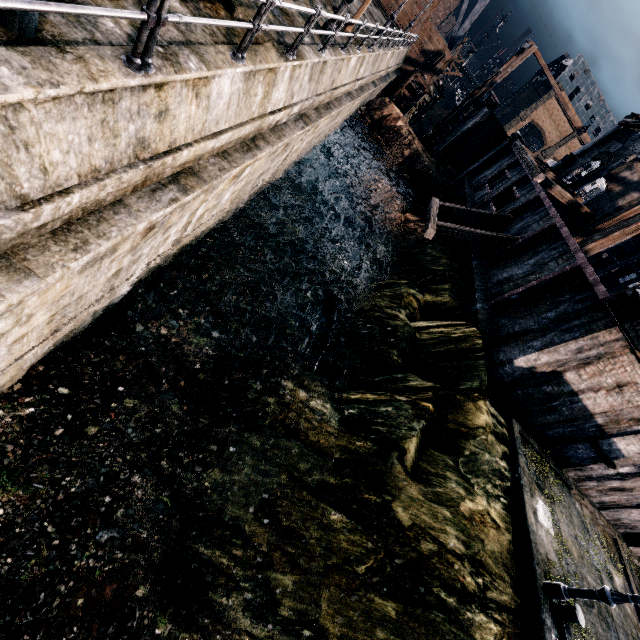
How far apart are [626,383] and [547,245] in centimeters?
776cm

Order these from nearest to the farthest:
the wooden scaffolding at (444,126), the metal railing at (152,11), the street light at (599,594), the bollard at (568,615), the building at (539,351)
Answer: the metal railing at (152,11) → the street light at (599,594) → the bollard at (568,615) → the building at (539,351) → the wooden scaffolding at (444,126)

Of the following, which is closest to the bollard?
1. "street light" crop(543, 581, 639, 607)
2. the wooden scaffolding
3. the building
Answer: "street light" crop(543, 581, 639, 607)

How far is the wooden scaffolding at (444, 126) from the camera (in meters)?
30.68

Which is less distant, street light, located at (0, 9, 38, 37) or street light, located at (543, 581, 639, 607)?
street light, located at (0, 9, 38, 37)

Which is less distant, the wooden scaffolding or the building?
the building

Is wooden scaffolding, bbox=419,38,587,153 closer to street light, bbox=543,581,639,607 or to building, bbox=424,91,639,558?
building, bbox=424,91,639,558

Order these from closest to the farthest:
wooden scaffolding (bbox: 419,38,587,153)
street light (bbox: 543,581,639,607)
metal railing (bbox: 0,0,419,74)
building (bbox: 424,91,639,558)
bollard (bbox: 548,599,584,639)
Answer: metal railing (bbox: 0,0,419,74)
street light (bbox: 543,581,639,607)
bollard (bbox: 548,599,584,639)
building (bbox: 424,91,639,558)
wooden scaffolding (bbox: 419,38,587,153)
